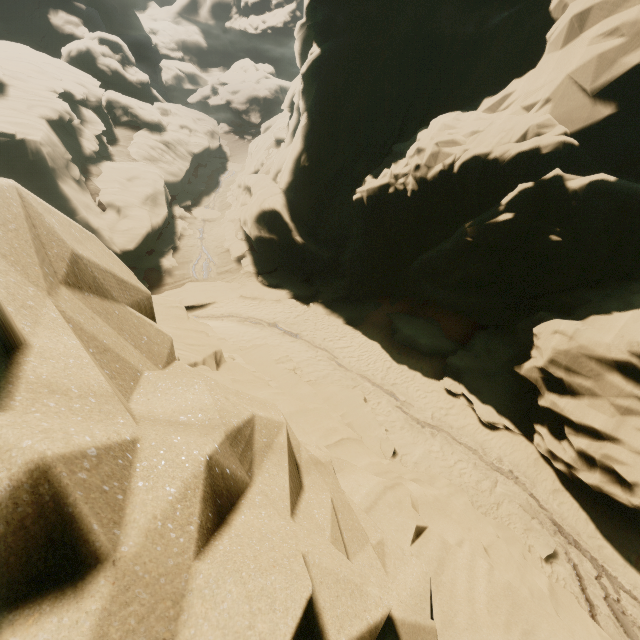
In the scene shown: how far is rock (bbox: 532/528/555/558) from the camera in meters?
10.4

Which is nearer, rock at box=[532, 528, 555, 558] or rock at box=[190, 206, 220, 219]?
rock at box=[532, 528, 555, 558]

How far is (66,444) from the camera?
0.7m

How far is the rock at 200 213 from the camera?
32.16m

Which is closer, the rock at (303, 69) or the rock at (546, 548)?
the rock at (303, 69)

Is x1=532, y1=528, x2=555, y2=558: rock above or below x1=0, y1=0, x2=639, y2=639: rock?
below
